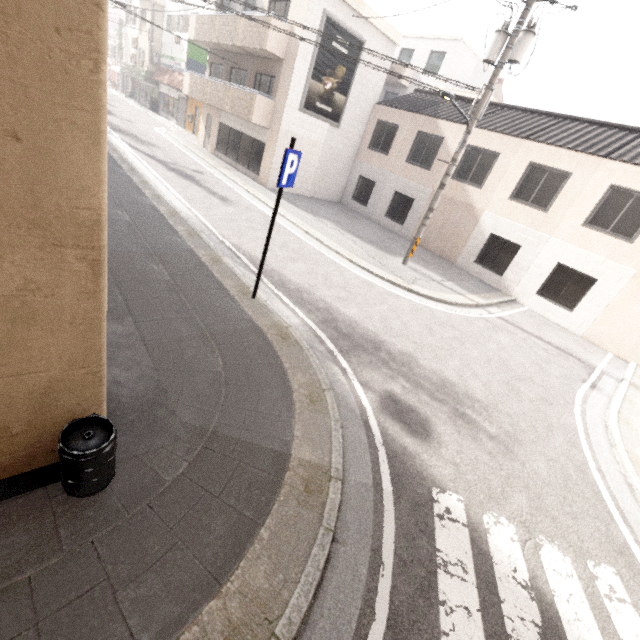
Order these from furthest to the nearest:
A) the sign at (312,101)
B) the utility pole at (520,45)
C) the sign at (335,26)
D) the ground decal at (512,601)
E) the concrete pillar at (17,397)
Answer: the sign at (312,101)
the sign at (335,26)
the utility pole at (520,45)
the ground decal at (512,601)
the concrete pillar at (17,397)

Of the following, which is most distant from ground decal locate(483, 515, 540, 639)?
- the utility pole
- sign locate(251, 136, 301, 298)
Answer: the utility pole

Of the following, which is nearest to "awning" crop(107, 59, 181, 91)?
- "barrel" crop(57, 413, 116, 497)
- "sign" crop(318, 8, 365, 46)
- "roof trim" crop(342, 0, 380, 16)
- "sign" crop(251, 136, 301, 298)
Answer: "roof trim" crop(342, 0, 380, 16)

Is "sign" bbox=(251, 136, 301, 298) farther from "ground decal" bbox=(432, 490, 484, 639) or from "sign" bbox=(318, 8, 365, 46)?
"sign" bbox=(318, 8, 365, 46)

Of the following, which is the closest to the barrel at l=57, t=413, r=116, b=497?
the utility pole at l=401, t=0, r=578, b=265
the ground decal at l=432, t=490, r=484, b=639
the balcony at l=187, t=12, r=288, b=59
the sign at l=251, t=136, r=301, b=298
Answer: the ground decal at l=432, t=490, r=484, b=639

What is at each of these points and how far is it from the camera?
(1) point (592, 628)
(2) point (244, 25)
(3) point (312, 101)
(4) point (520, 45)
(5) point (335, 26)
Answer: (1) ground decal, 3.3m
(2) balcony, 15.7m
(3) sign, 16.3m
(4) utility pole, 9.2m
(5) sign, 15.0m

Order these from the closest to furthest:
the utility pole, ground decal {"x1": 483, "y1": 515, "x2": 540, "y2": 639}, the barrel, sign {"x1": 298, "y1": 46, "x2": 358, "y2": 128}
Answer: the barrel
ground decal {"x1": 483, "y1": 515, "x2": 540, "y2": 639}
the utility pole
sign {"x1": 298, "y1": 46, "x2": 358, "y2": 128}

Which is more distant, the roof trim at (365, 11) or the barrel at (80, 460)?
the roof trim at (365, 11)
